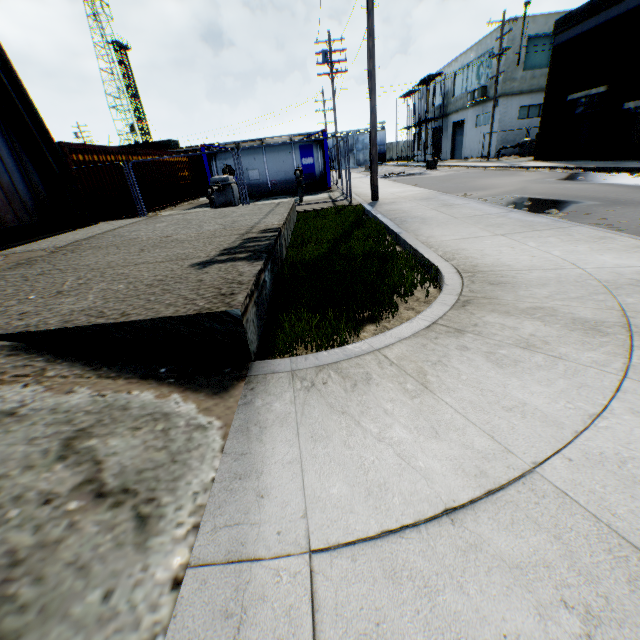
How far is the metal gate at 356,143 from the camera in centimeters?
5894cm

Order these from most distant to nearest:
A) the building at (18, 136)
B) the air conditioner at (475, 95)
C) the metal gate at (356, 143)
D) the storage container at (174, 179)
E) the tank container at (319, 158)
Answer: the metal gate at (356, 143) < the air conditioner at (475, 95) < the tank container at (319, 158) < the storage container at (174, 179) < the building at (18, 136)

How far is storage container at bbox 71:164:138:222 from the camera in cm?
1166

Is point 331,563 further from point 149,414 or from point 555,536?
point 149,414

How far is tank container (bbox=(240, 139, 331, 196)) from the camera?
17.67m

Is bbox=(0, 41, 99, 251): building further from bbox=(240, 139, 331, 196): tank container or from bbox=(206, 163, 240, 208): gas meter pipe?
bbox=(240, 139, 331, 196): tank container

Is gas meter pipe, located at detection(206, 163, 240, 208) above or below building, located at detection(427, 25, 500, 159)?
below

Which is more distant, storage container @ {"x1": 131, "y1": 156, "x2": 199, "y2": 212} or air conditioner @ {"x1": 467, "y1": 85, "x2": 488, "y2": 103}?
air conditioner @ {"x1": 467, "y1": 85, "x2": 488, "y2": 103}
